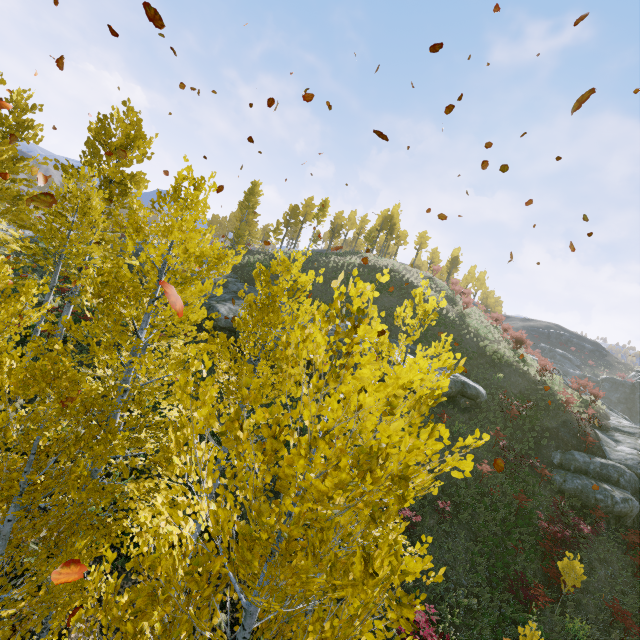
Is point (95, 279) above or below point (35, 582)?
above

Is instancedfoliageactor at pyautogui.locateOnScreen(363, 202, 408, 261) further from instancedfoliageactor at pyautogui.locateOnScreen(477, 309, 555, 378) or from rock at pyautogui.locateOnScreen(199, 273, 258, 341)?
instancedfoliageactor at pyautogui.locateOnScreen(477, 309, 555, 378)

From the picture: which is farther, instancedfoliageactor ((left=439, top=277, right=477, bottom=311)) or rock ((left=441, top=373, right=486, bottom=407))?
instancedfoliageactor ((left=439, top=277, right=477, bottom=311))

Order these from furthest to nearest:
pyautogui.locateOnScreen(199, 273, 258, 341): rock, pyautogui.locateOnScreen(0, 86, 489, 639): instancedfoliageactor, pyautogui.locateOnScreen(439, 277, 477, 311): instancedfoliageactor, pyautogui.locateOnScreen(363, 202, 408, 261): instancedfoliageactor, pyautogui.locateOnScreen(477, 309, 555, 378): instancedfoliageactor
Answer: pyautogui.locateOnScreen(363, 202, 408, 261): instancedfoliageactor, pyautogui.locateOnScreen(439, 277, 477, 311): instancedfoliageactor, pyautogui.locateOnScreen(477, 309, 555, 378): instancedfoliageactor, pyautogui.locateOnScreen(199, 273, 258, 341): rock, pyautogui.locateOnScreen(0, 86, 489, 639): instancedfoliageactor

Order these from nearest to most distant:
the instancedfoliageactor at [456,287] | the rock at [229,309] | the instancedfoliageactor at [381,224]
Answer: the rock at [229,309]
the instancedfoliageactor at [456,287]
the instancedfoliageactor at [381,224]

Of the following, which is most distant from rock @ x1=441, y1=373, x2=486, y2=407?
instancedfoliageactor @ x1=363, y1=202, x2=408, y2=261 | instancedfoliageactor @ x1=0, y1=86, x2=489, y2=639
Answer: instancedfoliageactor @ x1=363, y1=202, x2=408, y2=261

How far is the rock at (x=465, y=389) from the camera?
20.4m
